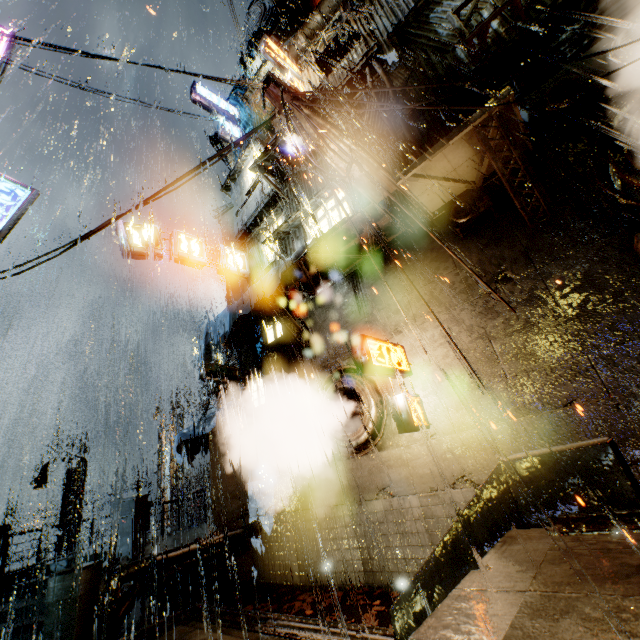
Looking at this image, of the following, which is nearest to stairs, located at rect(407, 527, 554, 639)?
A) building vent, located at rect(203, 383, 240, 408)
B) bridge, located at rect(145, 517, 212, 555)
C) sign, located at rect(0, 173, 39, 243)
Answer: bridge, located at rect(145, 517, 212, 555)

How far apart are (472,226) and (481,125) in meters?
2.4

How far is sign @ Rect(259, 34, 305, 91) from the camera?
12.3m

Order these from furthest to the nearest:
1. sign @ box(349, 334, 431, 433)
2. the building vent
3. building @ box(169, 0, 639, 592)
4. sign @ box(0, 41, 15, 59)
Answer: the building vent, sign @ box(0, 41, 15, 59), sign @ box(349, 334, 431, 433), building @ box(169, 0, 639, 592)

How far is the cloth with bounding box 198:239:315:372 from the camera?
9.87m

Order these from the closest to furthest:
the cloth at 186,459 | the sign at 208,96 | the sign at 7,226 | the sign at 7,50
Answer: the sign at 7,226 < the sign at 7,50 < the cloth at 186,459 < the sign at 208,96

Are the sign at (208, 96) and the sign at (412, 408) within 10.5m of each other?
no

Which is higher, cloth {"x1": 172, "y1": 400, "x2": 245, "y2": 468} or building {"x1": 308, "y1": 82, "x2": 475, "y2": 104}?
building {"x1": 308, "y1": 82, "x2": 475, "y2": 104}
